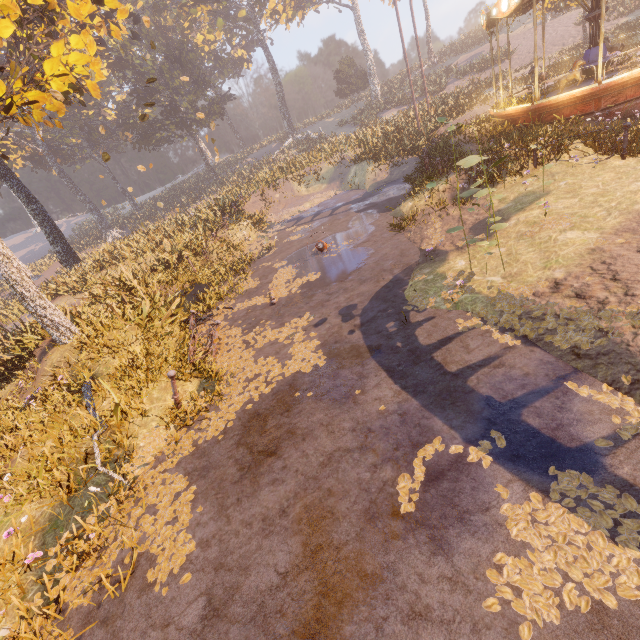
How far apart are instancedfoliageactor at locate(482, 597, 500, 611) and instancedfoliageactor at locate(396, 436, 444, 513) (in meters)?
0.20

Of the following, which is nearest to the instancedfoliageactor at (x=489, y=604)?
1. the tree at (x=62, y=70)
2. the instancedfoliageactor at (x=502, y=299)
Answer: the instancedfoliageactor at (x=502, y=299)

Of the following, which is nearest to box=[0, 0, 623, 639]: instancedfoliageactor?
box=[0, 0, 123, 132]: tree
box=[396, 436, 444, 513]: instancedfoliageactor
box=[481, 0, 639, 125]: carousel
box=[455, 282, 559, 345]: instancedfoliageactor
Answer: box=[481, 0, 639, 125]: carousel

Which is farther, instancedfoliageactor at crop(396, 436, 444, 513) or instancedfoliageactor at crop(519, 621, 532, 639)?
instancedfoliageactor at crop(396, 436, 444, 513)

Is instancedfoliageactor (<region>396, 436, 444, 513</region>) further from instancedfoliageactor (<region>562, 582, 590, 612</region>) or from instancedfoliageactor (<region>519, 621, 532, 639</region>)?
instancedfoliageactor (<region>562, 582, 590, 612</region>)

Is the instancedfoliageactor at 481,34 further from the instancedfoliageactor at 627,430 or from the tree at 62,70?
the instancedfoliageactor at 627,430

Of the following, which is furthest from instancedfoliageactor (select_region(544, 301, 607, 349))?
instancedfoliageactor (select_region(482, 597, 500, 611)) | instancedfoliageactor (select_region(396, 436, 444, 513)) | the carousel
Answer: the carousel

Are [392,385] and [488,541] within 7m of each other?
yes
